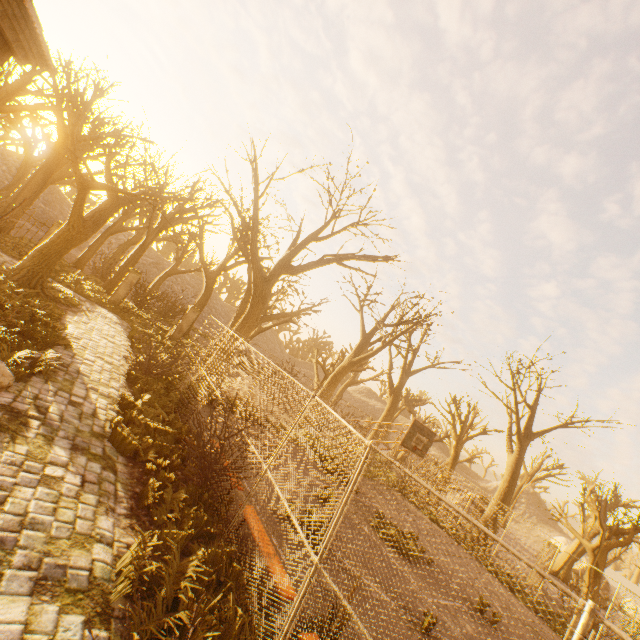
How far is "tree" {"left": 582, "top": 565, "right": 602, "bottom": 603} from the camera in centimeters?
1581cm

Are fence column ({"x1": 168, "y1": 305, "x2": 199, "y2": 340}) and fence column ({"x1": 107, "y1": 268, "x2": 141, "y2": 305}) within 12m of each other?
yes

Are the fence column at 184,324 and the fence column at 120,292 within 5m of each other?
yes

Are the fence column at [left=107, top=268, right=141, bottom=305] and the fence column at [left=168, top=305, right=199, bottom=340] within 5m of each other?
yes

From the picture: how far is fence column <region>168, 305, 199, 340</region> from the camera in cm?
2059

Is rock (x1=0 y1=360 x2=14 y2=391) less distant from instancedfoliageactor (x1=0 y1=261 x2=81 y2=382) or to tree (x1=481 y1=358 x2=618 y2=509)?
instancedfoliageactor (x1=0 y1=261 x2=81 y2=382)

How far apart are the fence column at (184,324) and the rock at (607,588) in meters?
39.4 m

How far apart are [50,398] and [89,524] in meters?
3.3
